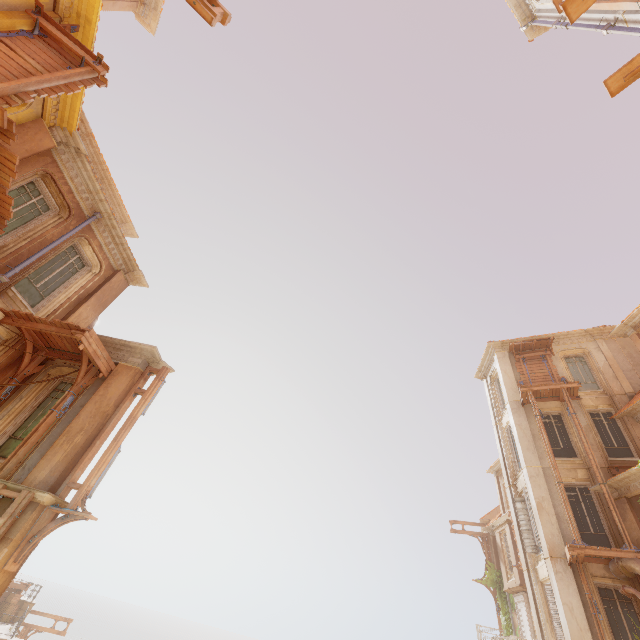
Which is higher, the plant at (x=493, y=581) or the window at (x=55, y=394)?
the plant at (x=493, y=581)

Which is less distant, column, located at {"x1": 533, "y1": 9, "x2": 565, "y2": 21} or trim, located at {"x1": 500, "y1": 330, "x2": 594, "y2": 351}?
column, located at {"x1": 533, "y1": 9, "x2": 565, "y2": 21}

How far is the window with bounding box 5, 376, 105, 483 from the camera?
8.2 meters

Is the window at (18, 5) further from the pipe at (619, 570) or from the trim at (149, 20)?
the pipe at (619, 570)

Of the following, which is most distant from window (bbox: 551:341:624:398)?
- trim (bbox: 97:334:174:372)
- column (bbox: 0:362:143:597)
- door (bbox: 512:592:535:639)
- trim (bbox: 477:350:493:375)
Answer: column (bbox: 0:362:143:597)

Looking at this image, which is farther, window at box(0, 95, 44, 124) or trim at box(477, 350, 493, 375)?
trim at box(477, 350, 493, 375)

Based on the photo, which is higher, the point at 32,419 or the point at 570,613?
the point at 32,419

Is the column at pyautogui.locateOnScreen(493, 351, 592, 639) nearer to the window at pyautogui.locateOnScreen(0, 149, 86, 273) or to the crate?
the window at pyautogui.locateOnScreen(0, 149, 86, 273)
